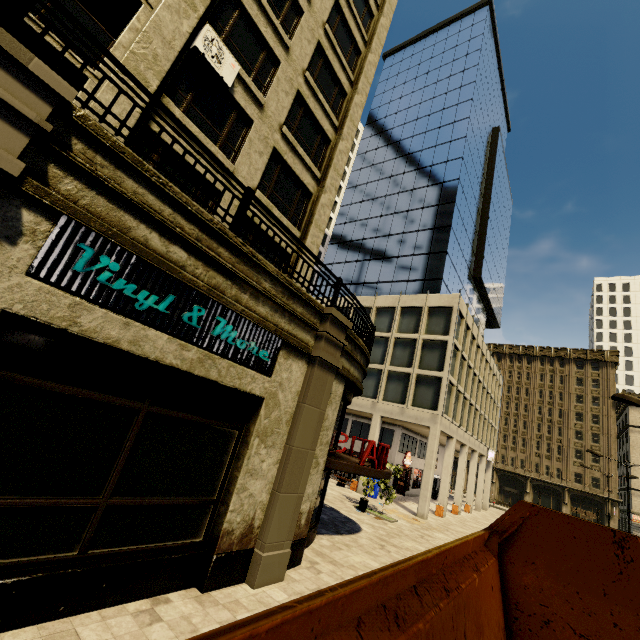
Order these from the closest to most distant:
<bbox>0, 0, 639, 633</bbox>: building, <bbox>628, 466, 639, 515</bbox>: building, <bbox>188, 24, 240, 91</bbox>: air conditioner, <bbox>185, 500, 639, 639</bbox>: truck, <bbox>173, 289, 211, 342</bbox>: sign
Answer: <bbox>185, 500, 639, 639</bbox>: truck, <bbox>0, 0, 639, 633</bbox>: building, <bbox>173, 289, 211, 342</bbox>: sign, <bbox>188, 24, 240, 91</bbox>: air conditioner, <bbox>628, 466, 639, 515</bbox>: building

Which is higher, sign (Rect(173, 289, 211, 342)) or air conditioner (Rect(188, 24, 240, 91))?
air conditioner (Rect(188, 24, 240, 91))

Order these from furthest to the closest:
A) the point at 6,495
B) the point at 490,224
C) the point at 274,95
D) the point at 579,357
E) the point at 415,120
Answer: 1. the point at 579,357
2. the point at 490,224
3. the point at 415,120
4. the point at 274,95
5. the point at 6,495

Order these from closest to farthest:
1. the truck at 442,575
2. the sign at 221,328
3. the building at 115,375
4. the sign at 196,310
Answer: the truck at 442,575 → the building at 115,375 → the sign at 196,310 → the sign at 221,328

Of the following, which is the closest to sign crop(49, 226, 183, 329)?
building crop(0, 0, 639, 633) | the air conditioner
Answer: building crop(0, 0, 639, 633)

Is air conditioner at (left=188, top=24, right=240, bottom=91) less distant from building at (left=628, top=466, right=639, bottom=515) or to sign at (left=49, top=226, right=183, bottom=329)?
building at (left=628, top=466, right=639, bottom=515)

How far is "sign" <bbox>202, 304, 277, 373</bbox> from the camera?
6.60m

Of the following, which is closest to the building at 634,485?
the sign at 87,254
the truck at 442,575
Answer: the sign at 87,254
